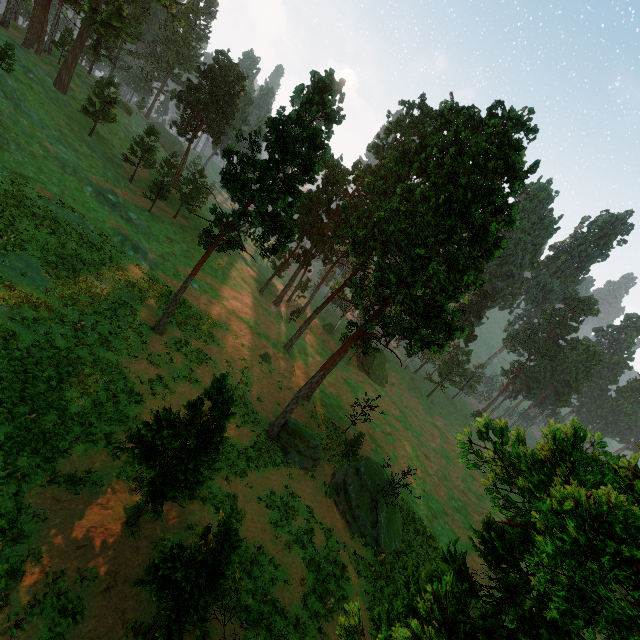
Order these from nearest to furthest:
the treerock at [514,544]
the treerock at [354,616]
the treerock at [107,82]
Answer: the treerock at [514,544] → the treerock at [354,616] → the treerock at [107,82]

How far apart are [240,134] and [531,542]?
26.27m

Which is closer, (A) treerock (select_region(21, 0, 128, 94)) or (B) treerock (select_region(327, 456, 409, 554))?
(B) treerock (select_region(327, 456, 409, 554))

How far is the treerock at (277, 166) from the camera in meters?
22.0 m

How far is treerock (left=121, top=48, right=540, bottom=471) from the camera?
22.0m

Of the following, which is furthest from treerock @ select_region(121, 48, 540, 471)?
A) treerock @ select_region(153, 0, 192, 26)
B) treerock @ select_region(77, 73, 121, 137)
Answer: treerock @ select_region(153, 0, 192, 26)

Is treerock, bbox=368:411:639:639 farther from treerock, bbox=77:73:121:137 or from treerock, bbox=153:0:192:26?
treerock, bbox=153:0:192:26
